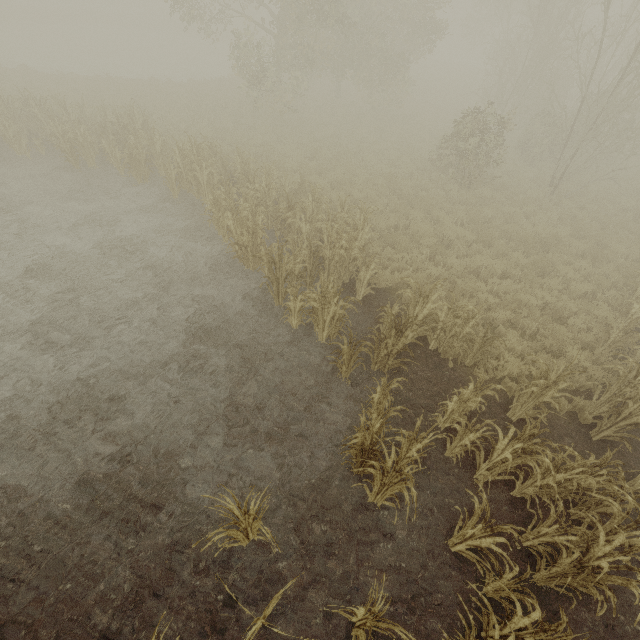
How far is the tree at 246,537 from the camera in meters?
3.6

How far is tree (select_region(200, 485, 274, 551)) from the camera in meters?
3.6

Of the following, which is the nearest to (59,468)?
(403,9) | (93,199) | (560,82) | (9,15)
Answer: (93,199)
